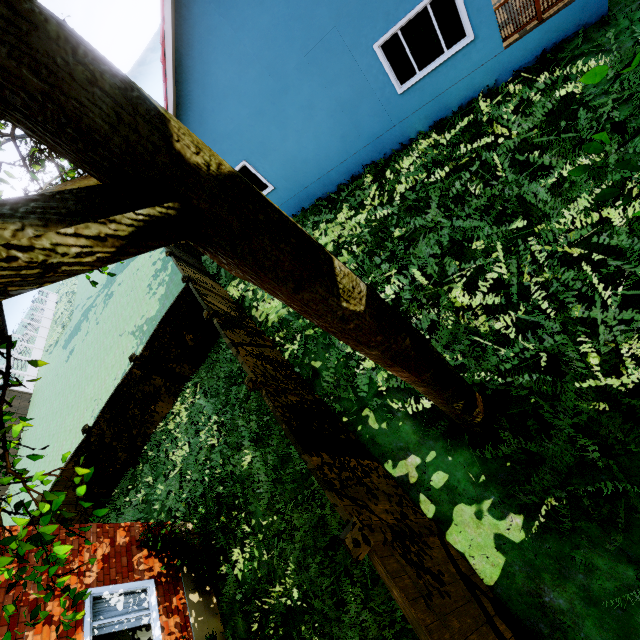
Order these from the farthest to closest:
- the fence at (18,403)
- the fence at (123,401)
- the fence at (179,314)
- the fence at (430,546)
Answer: the fence at (18,403) < the fence at (123,401) < the fence at (179,314) < the fence at (430,546)

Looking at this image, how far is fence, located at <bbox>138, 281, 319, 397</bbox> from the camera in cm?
771

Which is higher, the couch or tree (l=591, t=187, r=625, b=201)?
tree (l=591, t=187, r=625, b=201)

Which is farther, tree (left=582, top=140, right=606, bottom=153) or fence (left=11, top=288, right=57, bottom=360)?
fence (left=11, top=288, right=57, bottom=360)

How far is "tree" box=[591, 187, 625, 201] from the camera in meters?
2.2

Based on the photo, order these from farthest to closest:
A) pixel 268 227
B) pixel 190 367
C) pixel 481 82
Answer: pixel 190 367
pixel 481 82
pixel 268 227

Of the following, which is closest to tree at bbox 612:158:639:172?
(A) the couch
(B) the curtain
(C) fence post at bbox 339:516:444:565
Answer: (C) fence post at bbox 339:516:444:565

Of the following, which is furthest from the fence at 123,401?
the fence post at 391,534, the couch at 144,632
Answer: the couch at 144,632
